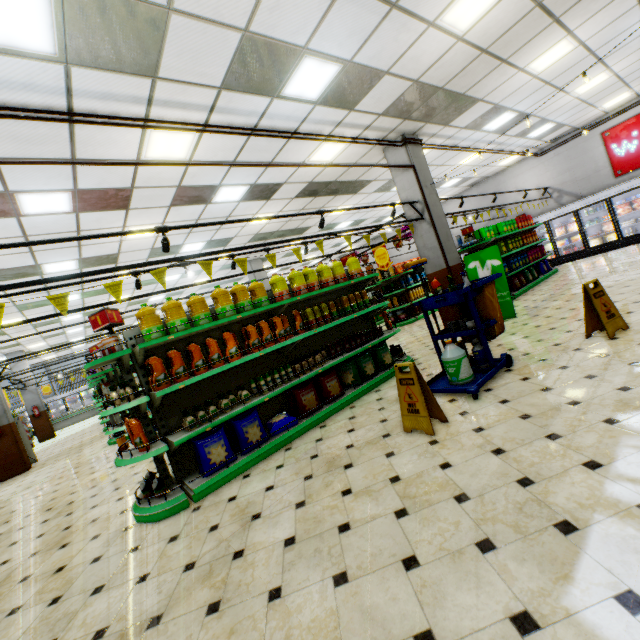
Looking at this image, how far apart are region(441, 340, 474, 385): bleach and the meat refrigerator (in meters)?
25.20

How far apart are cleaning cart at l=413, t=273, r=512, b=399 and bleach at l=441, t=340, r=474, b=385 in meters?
0.0 m

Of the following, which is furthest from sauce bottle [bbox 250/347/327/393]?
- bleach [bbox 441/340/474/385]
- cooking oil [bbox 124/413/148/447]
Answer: bleach [bbox 441/340/474/385]

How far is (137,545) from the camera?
3.20m

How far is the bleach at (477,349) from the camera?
4.4m

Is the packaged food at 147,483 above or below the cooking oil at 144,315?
below

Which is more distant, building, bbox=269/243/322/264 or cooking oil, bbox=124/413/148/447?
building, bbox=269/243/322/264

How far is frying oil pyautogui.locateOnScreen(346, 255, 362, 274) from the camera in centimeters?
615cm
